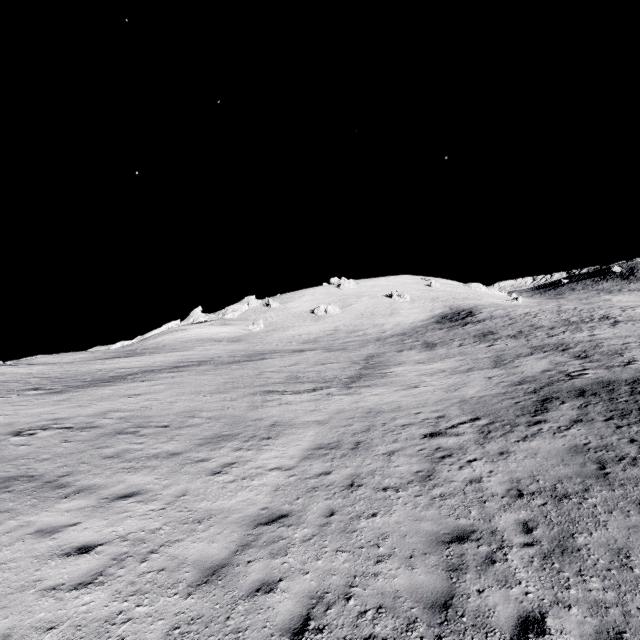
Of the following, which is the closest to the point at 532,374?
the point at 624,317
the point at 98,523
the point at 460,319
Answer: the point at 98,523
